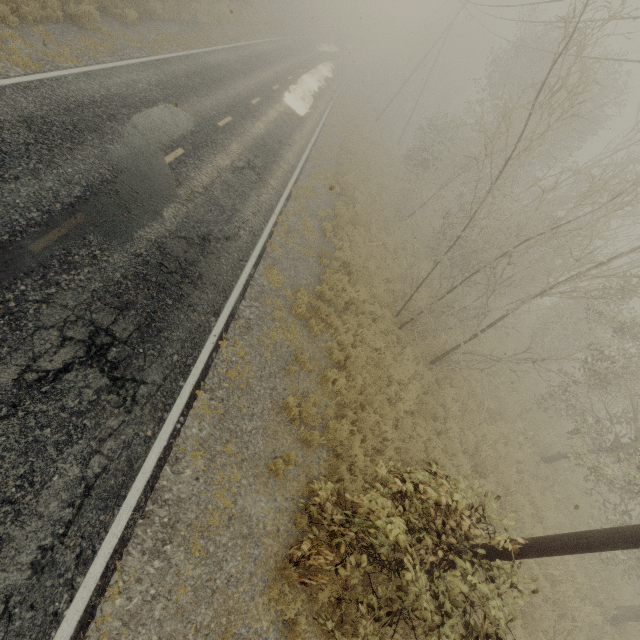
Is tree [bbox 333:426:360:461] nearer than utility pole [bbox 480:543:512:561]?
No

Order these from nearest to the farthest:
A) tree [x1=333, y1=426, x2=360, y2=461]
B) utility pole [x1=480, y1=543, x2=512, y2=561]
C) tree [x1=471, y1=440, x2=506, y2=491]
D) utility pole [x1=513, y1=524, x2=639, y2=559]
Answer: utility pole [x1=513, y1=524, x2=639, y2=559], utility pole [x1=480, y1=543, x2=512, y2=561], tree [x1=333, y1=426, x2=360, y2=461], tree [x1=471, y1=440, x2=506, y2=491]

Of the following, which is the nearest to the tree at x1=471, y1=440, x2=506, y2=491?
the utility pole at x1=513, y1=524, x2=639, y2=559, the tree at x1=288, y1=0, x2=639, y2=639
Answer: the utility pole at x1=513, y1=524, x2=639, y2=559

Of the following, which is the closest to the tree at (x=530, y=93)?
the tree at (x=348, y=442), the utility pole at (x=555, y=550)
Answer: the tree at (x=348, y=442)

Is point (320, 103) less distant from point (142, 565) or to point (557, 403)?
point (557, 403)

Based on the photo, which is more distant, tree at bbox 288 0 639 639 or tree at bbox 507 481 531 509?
tree at bbox 507 481 531 509

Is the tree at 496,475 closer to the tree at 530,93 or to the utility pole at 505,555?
the utility pole at 505,555
